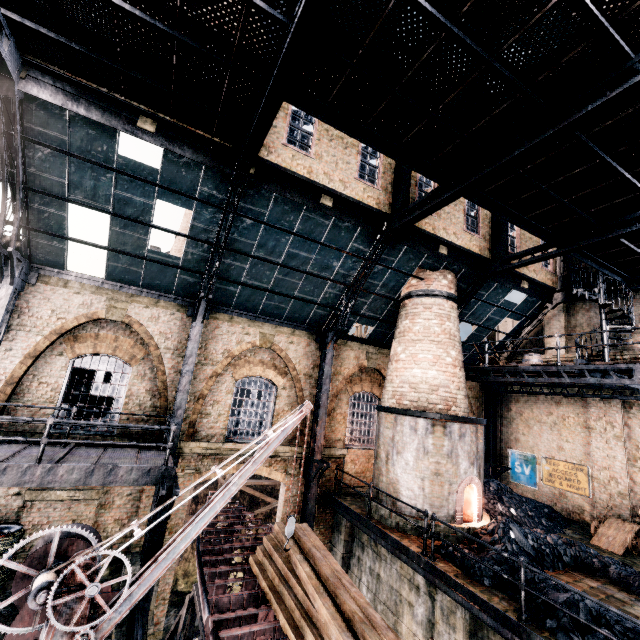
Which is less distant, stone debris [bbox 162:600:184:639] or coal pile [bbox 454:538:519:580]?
coal pile [bbox 454:538:519:580]

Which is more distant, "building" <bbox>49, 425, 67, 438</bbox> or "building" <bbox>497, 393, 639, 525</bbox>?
"building" <bbox>497, 393, 639, 525</bbox>

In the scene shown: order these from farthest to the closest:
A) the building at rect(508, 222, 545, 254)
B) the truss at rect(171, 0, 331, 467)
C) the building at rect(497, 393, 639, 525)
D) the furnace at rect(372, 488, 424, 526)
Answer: the building at rect(508, 222, 545, 254) → the building at rect(497, 393, 639, 525) → the furnace at rect(372, 488, 424, 526) → the truss at rect(171, 0, 331, 467)

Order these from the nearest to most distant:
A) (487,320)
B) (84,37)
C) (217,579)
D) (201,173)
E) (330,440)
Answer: (84,37)
(201,173)
(217,579)
(330,440)
(487,320)

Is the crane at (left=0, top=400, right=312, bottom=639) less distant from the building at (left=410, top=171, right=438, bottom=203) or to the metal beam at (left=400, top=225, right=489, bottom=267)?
the building at (left=410, top=171, right=438, bottom=203)

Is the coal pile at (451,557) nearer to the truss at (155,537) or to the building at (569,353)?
the building at (569,353)

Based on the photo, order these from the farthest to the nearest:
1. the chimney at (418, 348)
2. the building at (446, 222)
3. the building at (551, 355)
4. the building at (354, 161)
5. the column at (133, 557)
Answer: the building at (551, 355) → the building at (446, 222) → the chimney at (418, 348) → the building at (354, 161) → the column at (133, 557)

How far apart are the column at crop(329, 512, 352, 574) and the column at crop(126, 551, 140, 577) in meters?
7.1 m
